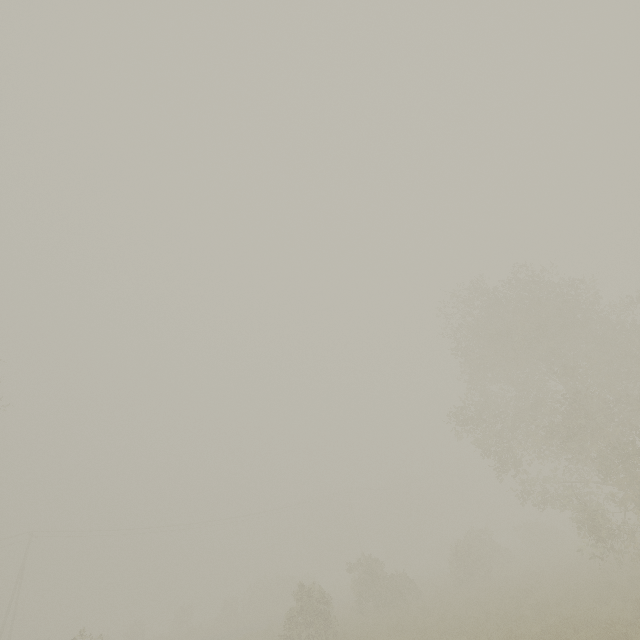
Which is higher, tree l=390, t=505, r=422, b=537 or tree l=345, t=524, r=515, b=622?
tree l=390, t=505, r=422, b=537

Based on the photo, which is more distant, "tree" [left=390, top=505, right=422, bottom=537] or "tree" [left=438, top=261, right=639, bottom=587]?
"tree" [left=390, top=505, right=422, bottom=537]

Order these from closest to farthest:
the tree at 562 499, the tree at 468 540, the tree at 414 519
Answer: the tree at 562 499 < the tree at 468 540 < the tree at 414 519

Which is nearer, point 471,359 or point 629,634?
point 629,634

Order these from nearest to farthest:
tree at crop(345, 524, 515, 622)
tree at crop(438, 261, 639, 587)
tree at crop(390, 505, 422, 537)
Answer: tree at crop(438, 261, 639, 587)
tree at crop(345, 524, 515, 622)
tree at crop(390, 505, 422, 537)

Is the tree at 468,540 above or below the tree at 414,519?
below

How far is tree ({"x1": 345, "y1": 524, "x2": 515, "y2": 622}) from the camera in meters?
22.2

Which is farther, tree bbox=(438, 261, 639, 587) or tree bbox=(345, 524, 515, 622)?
tree bbox=(345, 524, 515, 622)
